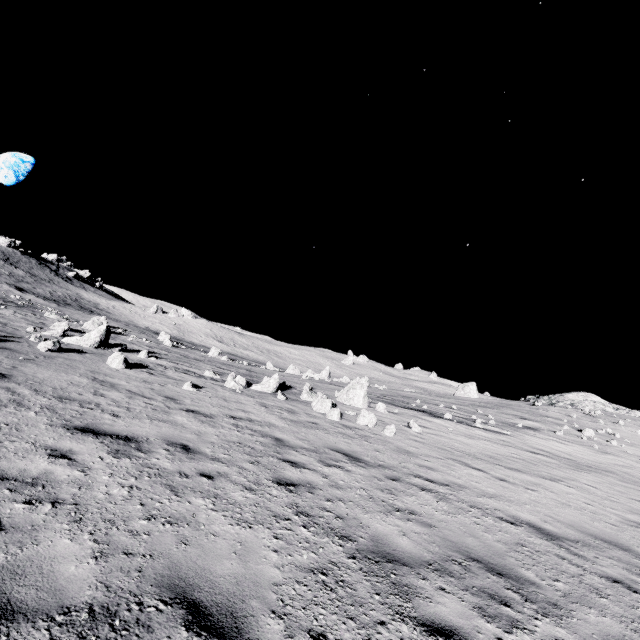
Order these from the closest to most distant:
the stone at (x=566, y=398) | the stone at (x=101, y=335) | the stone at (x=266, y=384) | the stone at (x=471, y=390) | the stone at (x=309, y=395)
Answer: the stone at (x=309, y=395)
the stone at (x=101, y=335)
the stone at (x=266, y=384)
the stone at (x=566, y=398)
the stone at (x=471, y=390)

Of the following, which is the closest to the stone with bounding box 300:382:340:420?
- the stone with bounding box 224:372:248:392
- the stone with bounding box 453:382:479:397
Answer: the stone with bounding box 224:372:248:392

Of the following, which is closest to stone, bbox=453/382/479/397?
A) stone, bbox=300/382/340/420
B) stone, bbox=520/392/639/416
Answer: stone, bbox=520/392/639/416

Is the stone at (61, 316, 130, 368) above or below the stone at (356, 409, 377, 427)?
below

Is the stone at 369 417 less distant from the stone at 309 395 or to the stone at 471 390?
the stone at 309 395

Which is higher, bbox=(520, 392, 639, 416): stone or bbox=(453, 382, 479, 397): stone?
bbox=(520, 392, 639, 416): stone

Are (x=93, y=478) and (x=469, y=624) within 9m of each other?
yes

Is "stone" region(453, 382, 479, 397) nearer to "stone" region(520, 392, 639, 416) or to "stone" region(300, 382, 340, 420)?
"stone" region(520, 392, 639, 416)
